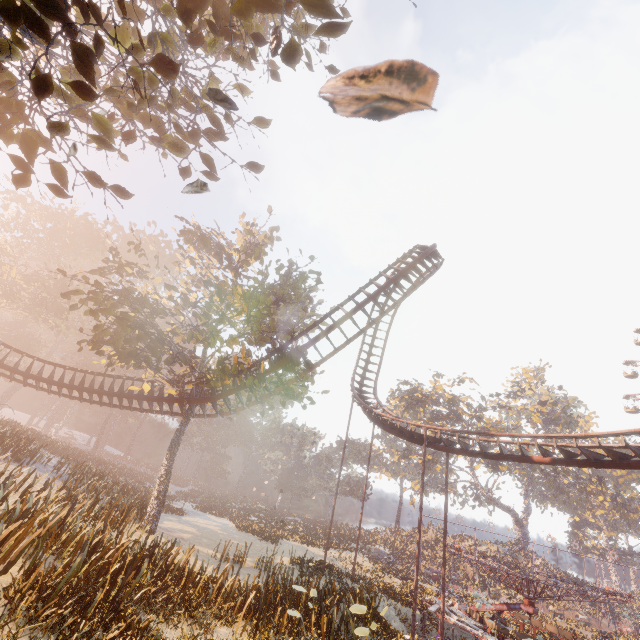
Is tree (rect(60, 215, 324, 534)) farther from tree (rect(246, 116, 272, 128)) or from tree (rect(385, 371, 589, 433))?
Result: tree (rect(385, 371, 589, 433))

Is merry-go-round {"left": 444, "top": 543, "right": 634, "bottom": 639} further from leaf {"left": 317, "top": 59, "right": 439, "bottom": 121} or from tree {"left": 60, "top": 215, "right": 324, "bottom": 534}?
leaf {"left": 317, "top": 59, "right": 439, "bottom": 121}

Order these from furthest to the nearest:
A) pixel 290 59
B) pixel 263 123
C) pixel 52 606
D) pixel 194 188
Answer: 1. pixel 263 123
2. pixel 52 606
3. pixel 290 59
4. pixel 194 188

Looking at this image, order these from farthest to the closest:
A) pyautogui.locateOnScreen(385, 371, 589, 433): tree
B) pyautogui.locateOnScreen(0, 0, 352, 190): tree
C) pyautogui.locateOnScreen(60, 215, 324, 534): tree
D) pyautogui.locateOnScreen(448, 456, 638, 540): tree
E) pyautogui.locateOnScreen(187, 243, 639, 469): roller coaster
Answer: pyautogui.locateOnScreen(385, 371, 589, 433): tree < pyautogui.locateOnScreen(448, 456, 638, 540): tree < pyautogui.locateOnScreen(60, 215, 324, 534): tree < pyautogui.locateOnScreen(187, 243, 639, 469): roller coaster < pyautogui.locateOnScreen(0, 0, 352, 190): tree

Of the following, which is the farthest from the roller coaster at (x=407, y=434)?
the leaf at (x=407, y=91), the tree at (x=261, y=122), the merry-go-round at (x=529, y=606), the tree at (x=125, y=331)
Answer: the leaf at (x=407, y=91)

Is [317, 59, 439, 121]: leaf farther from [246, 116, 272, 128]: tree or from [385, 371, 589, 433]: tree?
[385, 371, 589, 433]: tree

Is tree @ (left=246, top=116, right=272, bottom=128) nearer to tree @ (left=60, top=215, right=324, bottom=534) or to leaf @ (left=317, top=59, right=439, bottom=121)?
leaf @ (left=317, top=59, right=439, bottom=121)

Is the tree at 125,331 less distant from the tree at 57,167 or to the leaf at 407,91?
the tree at 57,167
